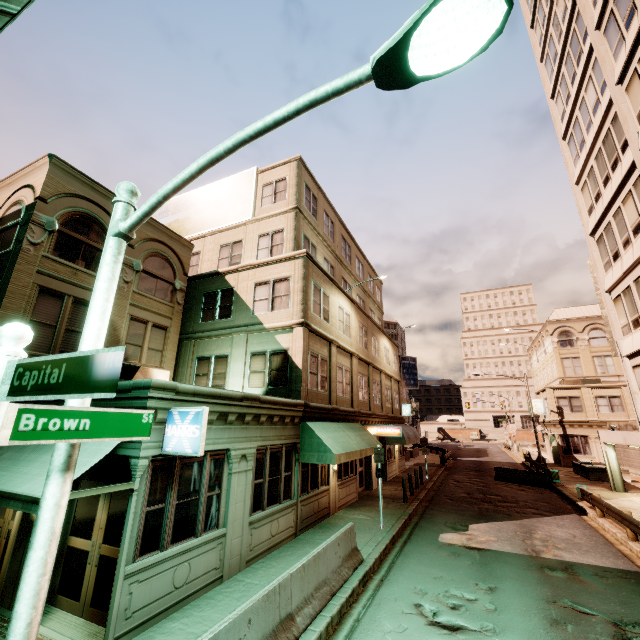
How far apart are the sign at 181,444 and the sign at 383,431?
14.8 meters

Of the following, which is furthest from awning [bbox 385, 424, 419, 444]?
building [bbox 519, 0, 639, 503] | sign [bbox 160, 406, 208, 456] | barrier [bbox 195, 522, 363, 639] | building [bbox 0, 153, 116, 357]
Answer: sign [bbox 160, 406, 208, 456]

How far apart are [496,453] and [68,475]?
59.9m

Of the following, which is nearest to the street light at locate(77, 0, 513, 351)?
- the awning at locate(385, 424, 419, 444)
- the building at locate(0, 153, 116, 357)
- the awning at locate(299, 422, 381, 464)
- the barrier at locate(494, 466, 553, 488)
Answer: the building at locate(0, 153, 116, 357)

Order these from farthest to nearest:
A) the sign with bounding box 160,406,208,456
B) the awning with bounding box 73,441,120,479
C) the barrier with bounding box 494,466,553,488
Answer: the barrier with bounding box 494,466,553,488, the sign with bounding box 160,406,208,456, the awning with bounding box 73,441,120,479

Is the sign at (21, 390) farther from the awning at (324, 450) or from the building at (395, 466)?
the awning at (324, 450)

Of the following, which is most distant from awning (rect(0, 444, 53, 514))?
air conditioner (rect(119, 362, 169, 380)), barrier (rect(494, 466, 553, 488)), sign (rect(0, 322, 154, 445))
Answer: barrier (rect(494, 466, 553, 488))

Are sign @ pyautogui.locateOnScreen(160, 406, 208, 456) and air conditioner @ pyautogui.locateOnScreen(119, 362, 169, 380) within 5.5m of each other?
yes
